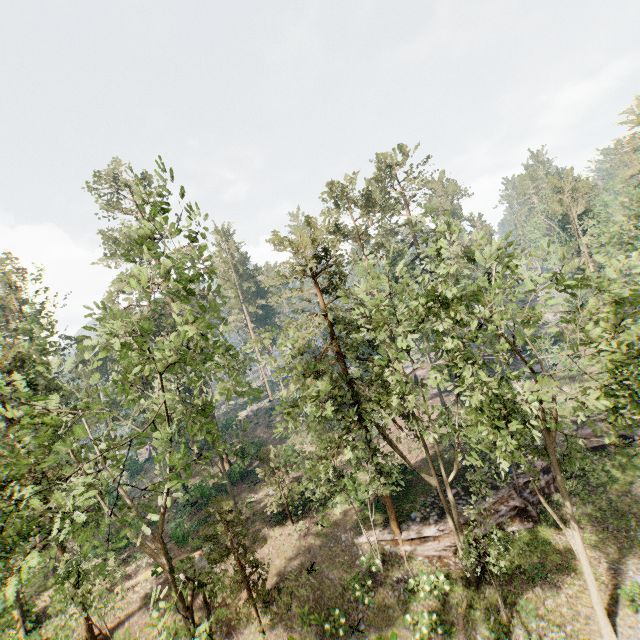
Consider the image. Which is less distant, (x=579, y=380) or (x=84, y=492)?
(x=84, y=492)

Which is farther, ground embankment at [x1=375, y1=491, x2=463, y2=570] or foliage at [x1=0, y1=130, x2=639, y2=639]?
ground embankment at [x1=375, y1=491, x2=463, y2=570]

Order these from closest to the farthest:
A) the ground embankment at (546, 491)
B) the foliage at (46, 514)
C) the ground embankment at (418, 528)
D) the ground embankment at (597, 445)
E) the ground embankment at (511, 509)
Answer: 1. the foliage at (46, 514)
2. the ground embankment at (418, 528)
3. the ground embankment at (511, 509)
4. the ground embankment at (546, 491)
5. the ground embankment at (597, 445)

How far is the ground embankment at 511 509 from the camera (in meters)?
20.73

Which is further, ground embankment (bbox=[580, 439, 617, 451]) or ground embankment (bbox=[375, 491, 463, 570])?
ground embankment (bbox=[580, 439, 617, 451])

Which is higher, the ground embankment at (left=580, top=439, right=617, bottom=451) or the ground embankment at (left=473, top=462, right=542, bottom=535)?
the ground embankment at (left=580, top=439, right=617, bottom=451)

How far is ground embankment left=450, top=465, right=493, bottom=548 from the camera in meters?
20.0
